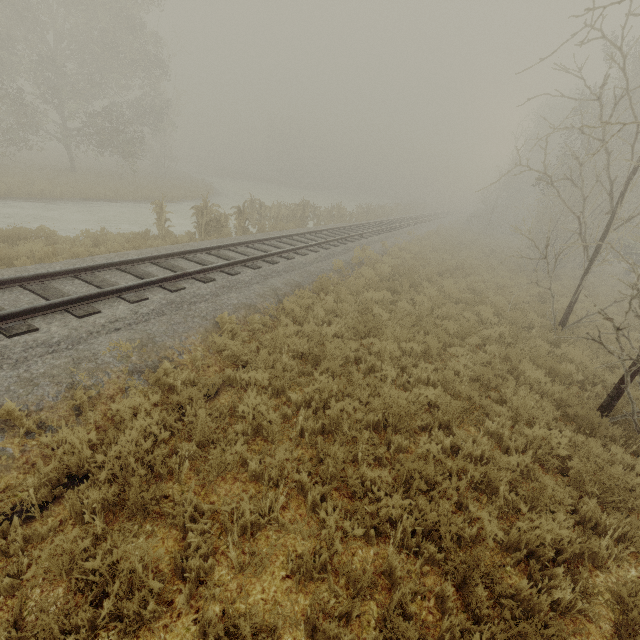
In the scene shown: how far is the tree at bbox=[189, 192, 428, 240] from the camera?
14.13m

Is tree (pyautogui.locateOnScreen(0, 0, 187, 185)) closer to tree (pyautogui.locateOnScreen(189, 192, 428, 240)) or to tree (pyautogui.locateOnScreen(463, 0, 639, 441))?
tree (pyautogui.locateOnScreen(189, 192, 428, 240))

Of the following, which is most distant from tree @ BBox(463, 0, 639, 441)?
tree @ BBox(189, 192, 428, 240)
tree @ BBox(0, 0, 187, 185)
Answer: tree @ BBox(0, 0, 187, 185)

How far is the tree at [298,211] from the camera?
14.1 meters

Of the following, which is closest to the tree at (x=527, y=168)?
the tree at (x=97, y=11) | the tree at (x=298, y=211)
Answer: the tree at (x=298, y=211)

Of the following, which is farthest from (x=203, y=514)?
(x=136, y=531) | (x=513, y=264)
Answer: (x=513, y=264)

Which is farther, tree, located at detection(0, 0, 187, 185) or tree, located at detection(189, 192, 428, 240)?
tree, located at detection(0, 0, 187, 185)
